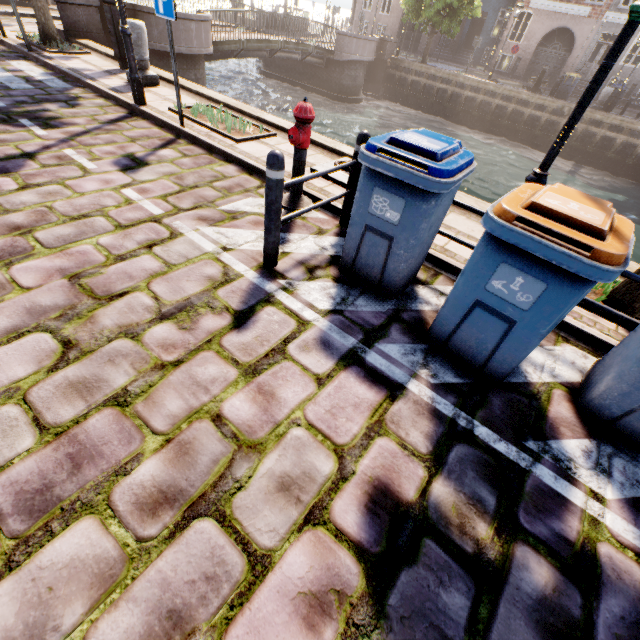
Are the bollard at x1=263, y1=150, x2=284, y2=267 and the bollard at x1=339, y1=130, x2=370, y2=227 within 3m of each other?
yes

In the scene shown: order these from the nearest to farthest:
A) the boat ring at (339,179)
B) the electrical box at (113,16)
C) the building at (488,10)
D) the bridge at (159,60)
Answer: the boat ring at (339,179), the electrical box at (113,16), the bridge at (159,60), the building at (488,10)

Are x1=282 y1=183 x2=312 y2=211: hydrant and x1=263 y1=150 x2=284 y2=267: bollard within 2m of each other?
yes

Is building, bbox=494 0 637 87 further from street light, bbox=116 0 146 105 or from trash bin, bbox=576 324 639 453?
trash bin, bbox=576 324 639 453

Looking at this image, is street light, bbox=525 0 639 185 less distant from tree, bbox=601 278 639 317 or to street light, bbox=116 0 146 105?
tree, bbox=601 278 639 317

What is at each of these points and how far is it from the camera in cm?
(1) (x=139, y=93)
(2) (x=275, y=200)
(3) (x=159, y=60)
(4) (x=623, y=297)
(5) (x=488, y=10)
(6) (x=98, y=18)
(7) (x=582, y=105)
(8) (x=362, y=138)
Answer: (1) street light, 611
(2) bollard, 288
(3) bridge, 1196
(4) tree, 349
(5) building, 2650
(6) bridge, 993
(7) street light, 258
(8) bollard, 352

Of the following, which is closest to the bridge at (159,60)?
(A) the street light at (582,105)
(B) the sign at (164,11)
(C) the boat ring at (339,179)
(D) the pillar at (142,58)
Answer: (D) the pillar at (142,58)

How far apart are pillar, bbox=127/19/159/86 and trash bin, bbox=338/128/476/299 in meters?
7.1 m
